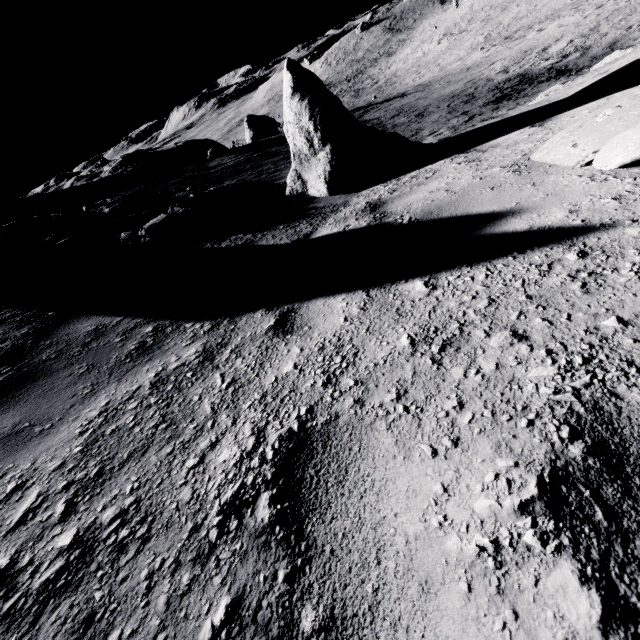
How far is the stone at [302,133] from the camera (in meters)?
6.24

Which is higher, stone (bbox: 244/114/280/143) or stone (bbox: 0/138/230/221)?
stone (bbox: 0/138/230/221)

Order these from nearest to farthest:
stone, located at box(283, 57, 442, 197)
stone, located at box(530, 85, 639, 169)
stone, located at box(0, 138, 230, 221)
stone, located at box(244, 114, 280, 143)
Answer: stone, located at box(530, 85, 639, 169) < stone, located at box(283, 57, 442, 197) < stone, located at box(0, 138, 230, 221) < stone, located at box(244, 114, 280, 143)

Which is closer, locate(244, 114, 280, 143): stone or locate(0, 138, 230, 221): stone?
locate(0, 138, 230, 221): stone

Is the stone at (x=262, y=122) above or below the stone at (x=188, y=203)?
below

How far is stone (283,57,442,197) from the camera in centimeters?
624cm

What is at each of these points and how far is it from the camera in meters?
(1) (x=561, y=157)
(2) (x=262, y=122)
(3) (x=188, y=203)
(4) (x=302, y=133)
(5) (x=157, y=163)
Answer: (1) stone, 3.0 m
(2) stone, 32.4 m
(3) stone, 7.9 m
(4) stone, 6.5 m
(5) stone, 23.7 m

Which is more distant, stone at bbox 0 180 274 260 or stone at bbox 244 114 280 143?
stone at bbox 244 114 280 143
